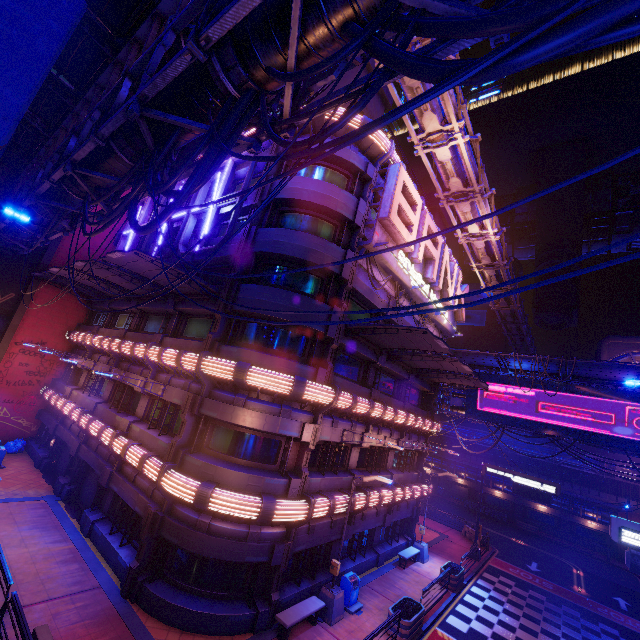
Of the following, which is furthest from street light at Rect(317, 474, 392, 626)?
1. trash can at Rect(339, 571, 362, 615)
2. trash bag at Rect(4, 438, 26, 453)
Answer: trash bag at Rect(4, 438, 26, 453)

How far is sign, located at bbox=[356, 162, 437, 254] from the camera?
16.12m

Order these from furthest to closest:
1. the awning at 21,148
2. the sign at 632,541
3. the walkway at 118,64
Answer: the awning at 21,148, the sign at 632,541, the walkway at 118,64

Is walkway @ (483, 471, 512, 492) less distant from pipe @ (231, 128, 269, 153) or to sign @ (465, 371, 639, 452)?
pipe @ (231, 128, 269, 153)

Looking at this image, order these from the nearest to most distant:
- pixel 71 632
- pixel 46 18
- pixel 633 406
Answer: pixel 46 18 → pixel 71 632 → pixel 633 406

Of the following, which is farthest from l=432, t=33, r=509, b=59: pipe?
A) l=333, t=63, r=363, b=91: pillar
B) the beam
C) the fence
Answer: the beam

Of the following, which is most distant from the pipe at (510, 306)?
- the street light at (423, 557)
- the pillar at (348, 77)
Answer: the street light at (423, 557)

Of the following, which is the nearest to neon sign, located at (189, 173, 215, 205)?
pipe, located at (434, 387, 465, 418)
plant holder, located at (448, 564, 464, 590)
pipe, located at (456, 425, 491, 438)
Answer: plant holder, located at (448, 564, 464, 590)
